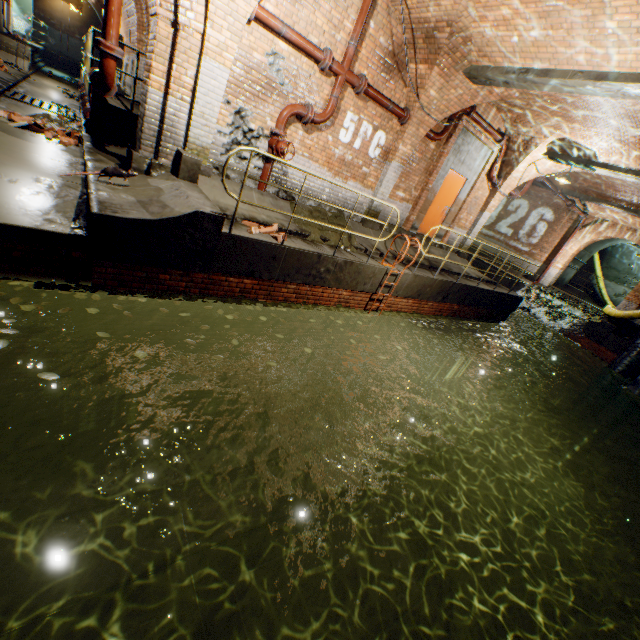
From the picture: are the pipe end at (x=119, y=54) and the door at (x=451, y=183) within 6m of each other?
no

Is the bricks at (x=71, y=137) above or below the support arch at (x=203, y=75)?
below

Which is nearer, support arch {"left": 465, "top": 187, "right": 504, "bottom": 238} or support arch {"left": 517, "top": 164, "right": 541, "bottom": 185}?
support arch {"left": 517, "top": 164, "right": 541, "bottom": 185}

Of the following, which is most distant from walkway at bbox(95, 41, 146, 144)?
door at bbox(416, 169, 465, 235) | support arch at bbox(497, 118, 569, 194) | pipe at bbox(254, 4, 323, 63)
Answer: support arch at bbox(497, 118, 569, 194)

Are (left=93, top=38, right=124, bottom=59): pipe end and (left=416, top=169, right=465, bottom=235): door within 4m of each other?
no

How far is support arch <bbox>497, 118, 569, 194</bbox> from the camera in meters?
9.3

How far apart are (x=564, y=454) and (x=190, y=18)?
17.91m

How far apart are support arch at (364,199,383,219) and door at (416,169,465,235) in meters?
1.8
